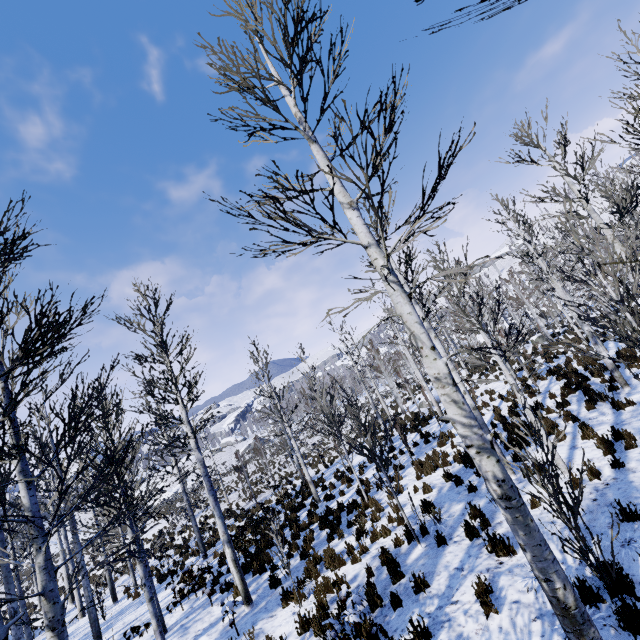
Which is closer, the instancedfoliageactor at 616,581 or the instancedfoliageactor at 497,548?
the instancedfoliageactor at 616,581

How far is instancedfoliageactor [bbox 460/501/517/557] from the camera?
→ 5.83m

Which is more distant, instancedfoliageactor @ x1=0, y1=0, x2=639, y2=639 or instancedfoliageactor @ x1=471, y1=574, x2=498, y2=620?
instancedfoliageactor @ x1=471, y1=574, x2=498, y2=620

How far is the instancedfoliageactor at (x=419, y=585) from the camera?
5.9 meters

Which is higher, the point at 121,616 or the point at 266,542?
the point at 266,542

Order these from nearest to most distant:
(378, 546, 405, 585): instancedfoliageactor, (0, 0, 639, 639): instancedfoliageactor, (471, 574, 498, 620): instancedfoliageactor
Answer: (0, 0, 639, 639): instancedfoliageactor < (471, 574, 498, 620): instancedfoliageactor < (378, 546, 405, 585): instancedfoliageactor
